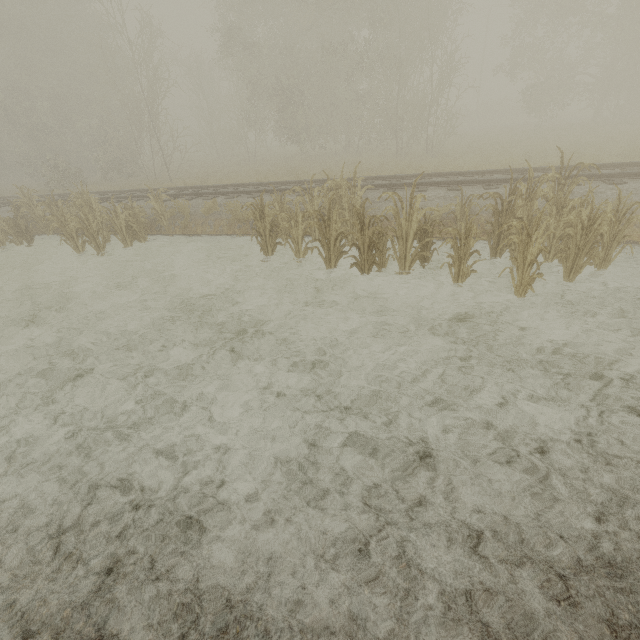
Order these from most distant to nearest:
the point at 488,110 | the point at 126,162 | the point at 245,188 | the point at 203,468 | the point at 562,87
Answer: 1. the point at 488,110
2. the point at 562,87
3. the point at 126,162
4. the point at 245,188
5. the point at 203,468
